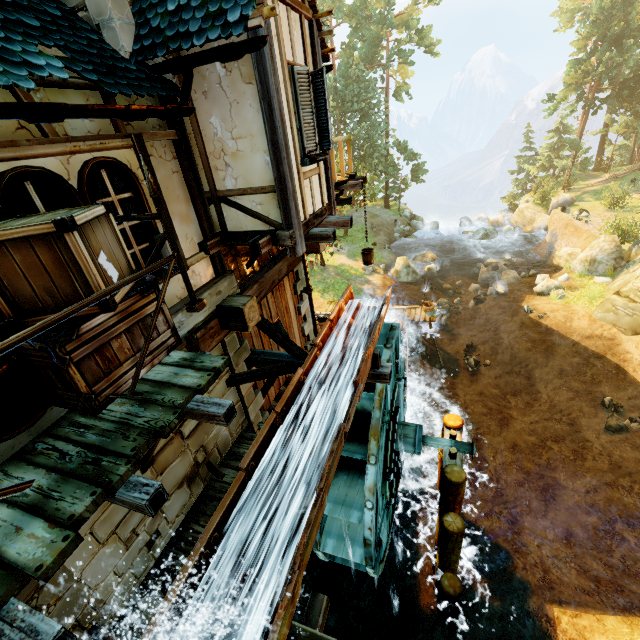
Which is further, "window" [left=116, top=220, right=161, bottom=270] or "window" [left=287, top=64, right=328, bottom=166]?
"window" [left=287, top=64, right=328, bottom=166]

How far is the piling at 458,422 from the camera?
8.9m

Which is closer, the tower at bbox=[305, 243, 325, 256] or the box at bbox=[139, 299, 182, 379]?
the box at bbox=[139, 299, 182, 379]

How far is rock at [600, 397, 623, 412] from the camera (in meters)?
12.82

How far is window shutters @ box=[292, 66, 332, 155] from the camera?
4.83m

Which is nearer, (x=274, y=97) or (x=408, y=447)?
(x=274, y=97)

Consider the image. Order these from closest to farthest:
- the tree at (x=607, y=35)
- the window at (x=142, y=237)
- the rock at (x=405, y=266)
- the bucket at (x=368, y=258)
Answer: the window at (x=142, y=237) < the bucket at (x=368, y=258) < the rock at (x=405, y=266) < the tree at (x=607, y=35)

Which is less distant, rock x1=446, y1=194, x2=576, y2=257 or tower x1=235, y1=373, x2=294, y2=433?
tower x1=235, y1=373, x2=294, y2=433
